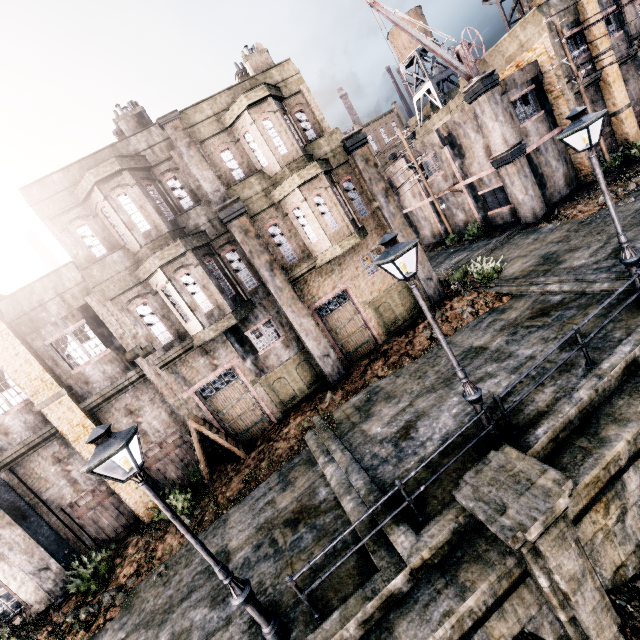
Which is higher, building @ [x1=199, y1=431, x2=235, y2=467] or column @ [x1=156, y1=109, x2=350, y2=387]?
column @ [x1=156, y1=109, x2=350, y2=387]

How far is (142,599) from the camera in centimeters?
1030cm

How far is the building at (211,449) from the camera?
14.7m

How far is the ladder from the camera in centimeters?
1347cm

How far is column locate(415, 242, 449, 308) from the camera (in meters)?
16.73

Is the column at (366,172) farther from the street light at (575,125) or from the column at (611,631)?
the column at (611,631)

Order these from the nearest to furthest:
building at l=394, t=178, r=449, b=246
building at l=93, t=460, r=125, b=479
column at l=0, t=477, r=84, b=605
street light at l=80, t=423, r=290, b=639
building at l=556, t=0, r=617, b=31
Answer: street light at l=80, t=423, r=290, b=639, column at l=0, t=477, r=84, b=605, building at l=93, t=460, r=125, b=479, building at l=556, t=0, r=617, b=31, building at l=394, t=178, r=449, b=246

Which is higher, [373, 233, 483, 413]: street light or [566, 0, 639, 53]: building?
[566, 0, 639, 53]: building
